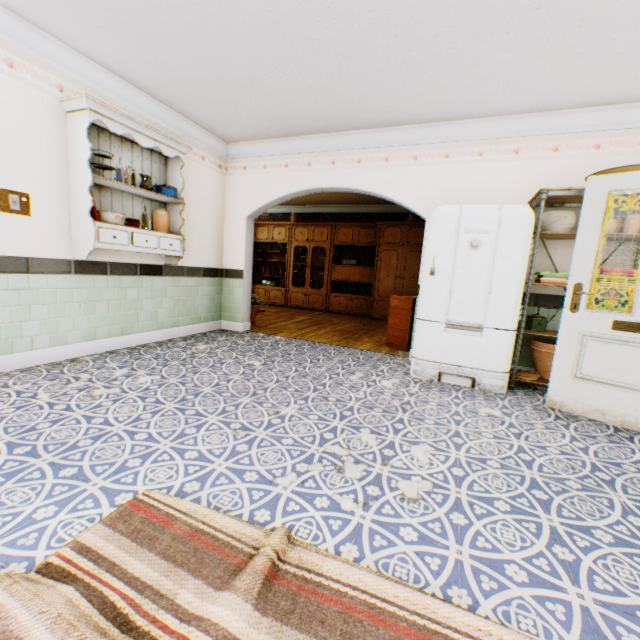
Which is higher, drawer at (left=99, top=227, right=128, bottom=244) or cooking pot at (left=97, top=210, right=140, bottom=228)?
cooking pot at (left=97, top=210, right=140, bottom=228)

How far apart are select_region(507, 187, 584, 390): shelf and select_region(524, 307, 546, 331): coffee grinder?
0.2 meters

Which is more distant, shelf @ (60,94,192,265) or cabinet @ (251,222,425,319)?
cabinet @ (251,222,425,319)

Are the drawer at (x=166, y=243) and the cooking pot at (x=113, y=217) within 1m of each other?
yes

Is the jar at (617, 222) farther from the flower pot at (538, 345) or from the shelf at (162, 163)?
the shelf at (162, 163)

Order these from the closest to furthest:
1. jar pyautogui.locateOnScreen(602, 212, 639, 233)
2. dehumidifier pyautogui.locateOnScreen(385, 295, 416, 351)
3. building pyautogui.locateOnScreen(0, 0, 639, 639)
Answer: building pyautogui.locateOnScreen(0, 0, 639, 639)
jar pyautogui.locateOnScreen(602, 212, 639, 233)
dehumidifier pyautogui.locateOnScreen(385, 295, 416, 351)

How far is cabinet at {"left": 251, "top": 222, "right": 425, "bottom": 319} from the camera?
8.27m

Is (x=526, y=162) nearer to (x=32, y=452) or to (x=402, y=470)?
(x=402, y=470)
